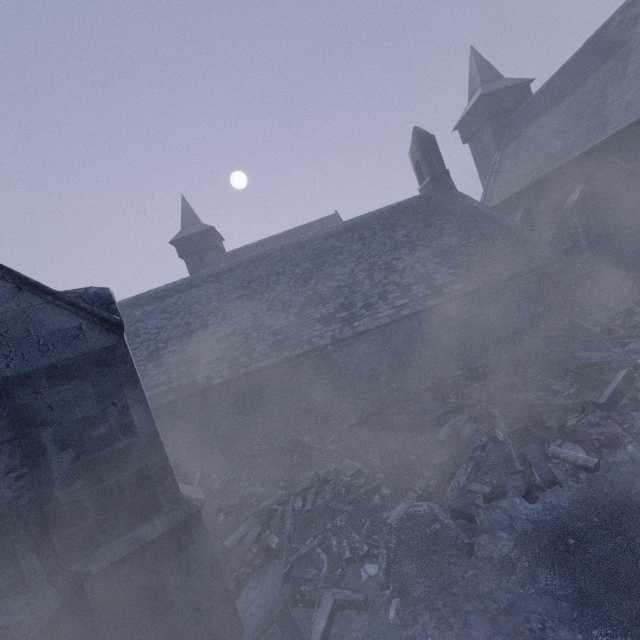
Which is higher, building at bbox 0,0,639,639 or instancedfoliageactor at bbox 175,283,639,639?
building at bbox 0,0,639,639

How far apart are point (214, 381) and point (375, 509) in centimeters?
910cm

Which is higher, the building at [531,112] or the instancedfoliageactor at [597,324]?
the building at [531,112]
